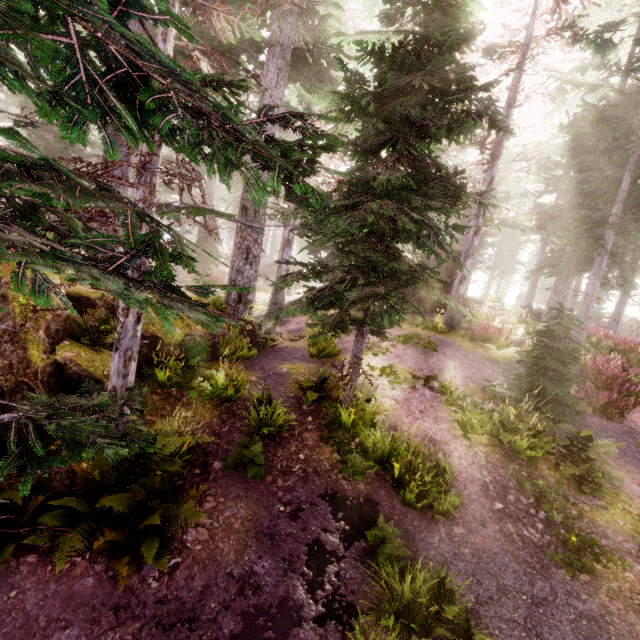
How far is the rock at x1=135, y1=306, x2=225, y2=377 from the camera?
8.1m

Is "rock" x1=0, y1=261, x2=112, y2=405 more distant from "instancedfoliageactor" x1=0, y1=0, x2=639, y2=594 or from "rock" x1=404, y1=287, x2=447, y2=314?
"rock" x1=404, y1=287, x2=447, y2=314

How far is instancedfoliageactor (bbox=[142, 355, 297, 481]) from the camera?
6.46m

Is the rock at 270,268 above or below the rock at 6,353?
above

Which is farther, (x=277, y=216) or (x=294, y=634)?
(x=277, y=216)

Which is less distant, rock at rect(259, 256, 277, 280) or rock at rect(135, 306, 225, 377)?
rock at rect(135, 306, 225, 377)

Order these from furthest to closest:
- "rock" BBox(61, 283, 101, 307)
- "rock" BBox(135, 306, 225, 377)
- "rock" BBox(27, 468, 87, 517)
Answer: "rock" BBox(135, 306, 225, 377) → "rock" BBox(61, 283, 101, 307) → "rock" BBox(27, 468, 87, 517)

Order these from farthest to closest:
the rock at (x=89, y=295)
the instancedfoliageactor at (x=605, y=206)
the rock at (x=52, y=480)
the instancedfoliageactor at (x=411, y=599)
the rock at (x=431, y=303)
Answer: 1. the rock at (x=431, y=303)
2. the rock at (x=89, y=295)
3. the rock at (x=52, y=480)
4. the instancedfoliageactor at (x=411, y=599)
5. the instancedfoliageactor at (x=605, y=206)
